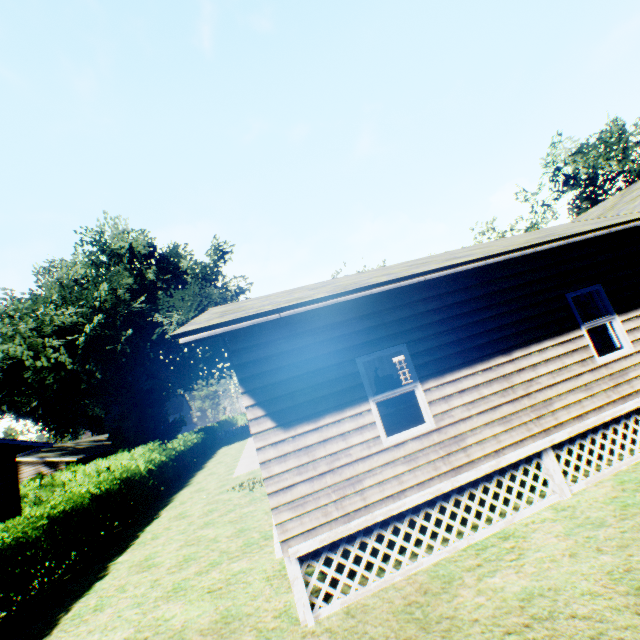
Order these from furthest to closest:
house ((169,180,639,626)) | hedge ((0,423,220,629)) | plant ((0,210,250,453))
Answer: plant ((0,210,250,453)) → hedge ((0,423,220,629)) → house ((169,180,639,626))

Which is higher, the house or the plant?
the plant

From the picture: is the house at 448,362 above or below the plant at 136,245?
below

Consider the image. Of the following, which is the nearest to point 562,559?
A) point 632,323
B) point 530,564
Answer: point 530,564

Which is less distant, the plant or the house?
the house

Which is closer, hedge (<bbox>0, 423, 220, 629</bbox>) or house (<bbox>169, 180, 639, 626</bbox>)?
house (<bbox>169, 180, 639, 626</bbox>)

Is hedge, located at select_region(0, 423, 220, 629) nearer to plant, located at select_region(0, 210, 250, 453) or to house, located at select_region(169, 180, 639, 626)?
plant, located at select_region(0, 210, 250, 453)

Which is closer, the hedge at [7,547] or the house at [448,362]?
the house at [448,362]
